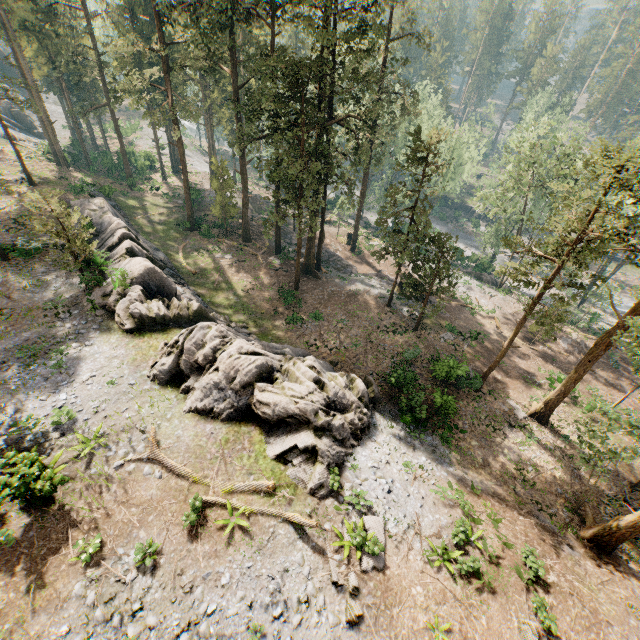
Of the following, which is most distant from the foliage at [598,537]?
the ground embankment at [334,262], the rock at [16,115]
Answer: the rock at [16,115]

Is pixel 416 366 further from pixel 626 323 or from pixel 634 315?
pixel 626 323

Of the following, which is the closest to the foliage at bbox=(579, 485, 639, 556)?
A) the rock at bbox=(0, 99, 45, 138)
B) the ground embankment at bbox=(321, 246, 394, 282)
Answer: the ground embankment at bbox=(321, 246, 394, 282)

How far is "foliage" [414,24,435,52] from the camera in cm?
3016

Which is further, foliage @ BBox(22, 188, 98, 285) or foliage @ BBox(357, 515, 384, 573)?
foliage @ BBox(22, 188, 98, 285)

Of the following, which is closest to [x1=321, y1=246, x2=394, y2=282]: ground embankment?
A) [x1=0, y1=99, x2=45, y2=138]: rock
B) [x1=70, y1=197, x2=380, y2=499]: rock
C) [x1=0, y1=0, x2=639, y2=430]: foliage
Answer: [x1=0, y1=0, x2=639, y2=430]: foliage

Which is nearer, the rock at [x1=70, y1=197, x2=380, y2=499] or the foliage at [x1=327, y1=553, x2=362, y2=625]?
the foliage at [x1=327, y1=553, x2=362, y2=625]
